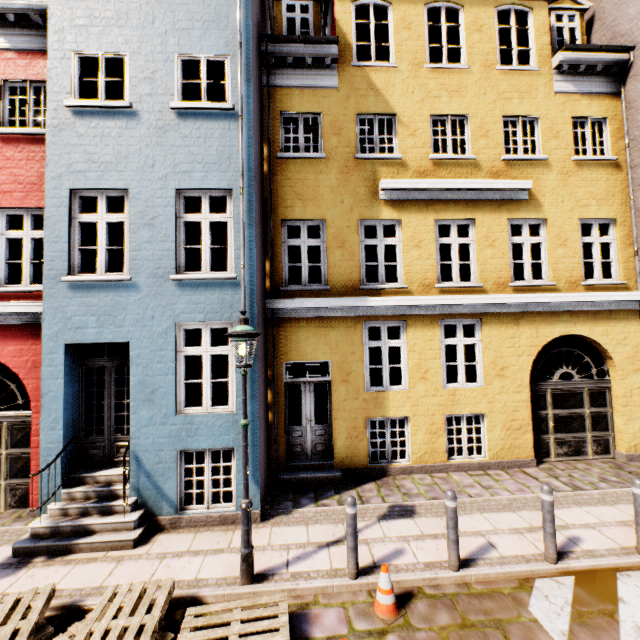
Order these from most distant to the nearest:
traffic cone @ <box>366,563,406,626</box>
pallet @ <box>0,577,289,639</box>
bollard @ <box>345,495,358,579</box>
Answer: bollard @ <box>345,495,358,579</box>
traffic cone @ <box>366,563,406,626</box>
pallet @ <box>0,577,289,639</box>

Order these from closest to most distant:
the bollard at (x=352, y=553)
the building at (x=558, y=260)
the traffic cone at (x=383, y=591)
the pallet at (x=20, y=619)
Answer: the pallet at (x=20, y=619) < the traffic cone at (x=383, y=591) < the bollard at (x=352, y=553) < the building at (x=558, y=260)

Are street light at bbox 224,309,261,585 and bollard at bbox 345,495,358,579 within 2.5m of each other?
yes

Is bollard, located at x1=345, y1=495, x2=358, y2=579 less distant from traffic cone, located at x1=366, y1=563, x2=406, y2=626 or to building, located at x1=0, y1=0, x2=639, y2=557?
traffic cone, located at x1=366, y1=563, x2=406, y2=626

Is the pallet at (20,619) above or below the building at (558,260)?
below

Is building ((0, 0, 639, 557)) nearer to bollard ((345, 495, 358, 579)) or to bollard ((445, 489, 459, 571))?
bollard ((345, 495, 358, 579))

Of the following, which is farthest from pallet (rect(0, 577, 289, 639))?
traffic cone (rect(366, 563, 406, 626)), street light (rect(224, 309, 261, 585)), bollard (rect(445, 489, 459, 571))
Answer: bollard (rect(445, 489, 459, 571))

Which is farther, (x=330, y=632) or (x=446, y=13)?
(x=446, y=13)
